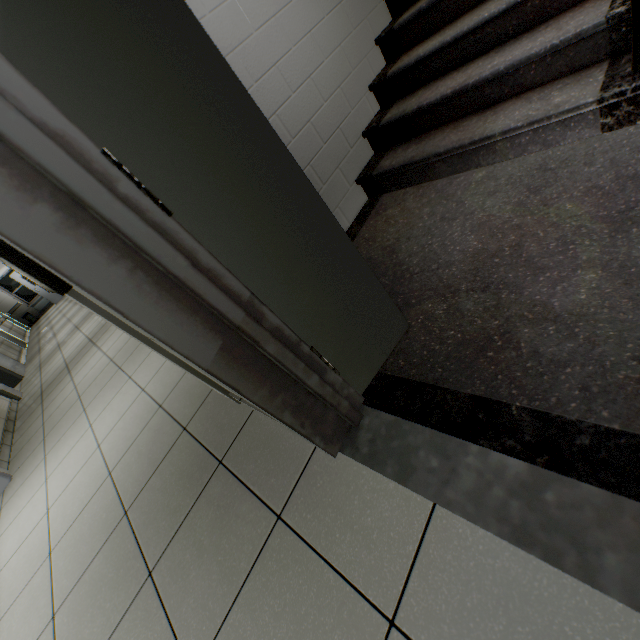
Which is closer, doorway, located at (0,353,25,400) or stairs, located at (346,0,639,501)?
stairs, located at (346,0,639,501)

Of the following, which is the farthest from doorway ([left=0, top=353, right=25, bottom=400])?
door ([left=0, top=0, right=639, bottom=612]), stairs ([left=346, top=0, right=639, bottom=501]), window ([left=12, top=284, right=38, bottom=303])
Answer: window ([left=12, top=284, right=38, bottom=303])

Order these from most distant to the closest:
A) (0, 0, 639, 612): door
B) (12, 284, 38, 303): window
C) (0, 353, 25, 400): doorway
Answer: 1. (12, 284, 38, 303): window
2. (0, 353, 25, 400): doorway
3. (0, 0, 639, 612): door

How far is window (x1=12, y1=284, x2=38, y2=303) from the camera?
16.4m

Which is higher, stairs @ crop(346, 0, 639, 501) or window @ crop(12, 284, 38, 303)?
window @ crop(12, 284, 38, 303)

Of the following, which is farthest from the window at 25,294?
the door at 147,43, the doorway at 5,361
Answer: the door at 147,43

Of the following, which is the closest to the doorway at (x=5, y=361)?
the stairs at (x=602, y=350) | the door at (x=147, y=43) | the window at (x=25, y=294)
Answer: the stairs at (x=602, y=350)

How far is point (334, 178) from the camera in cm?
218
